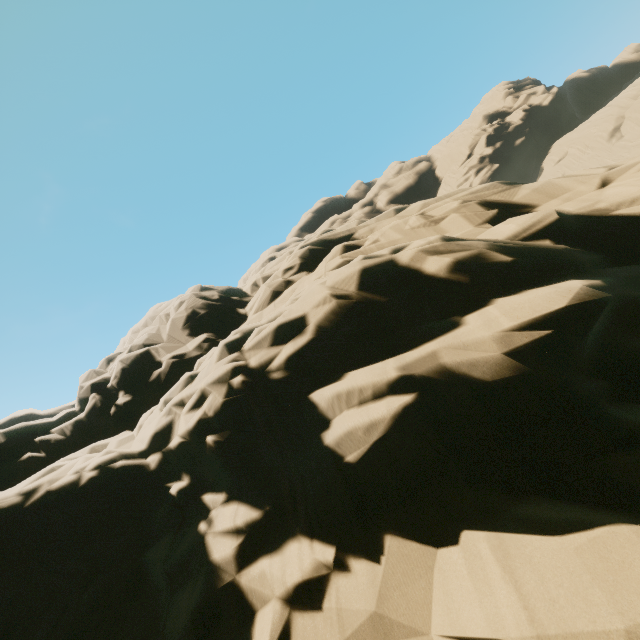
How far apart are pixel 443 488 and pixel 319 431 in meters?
2.5 m
